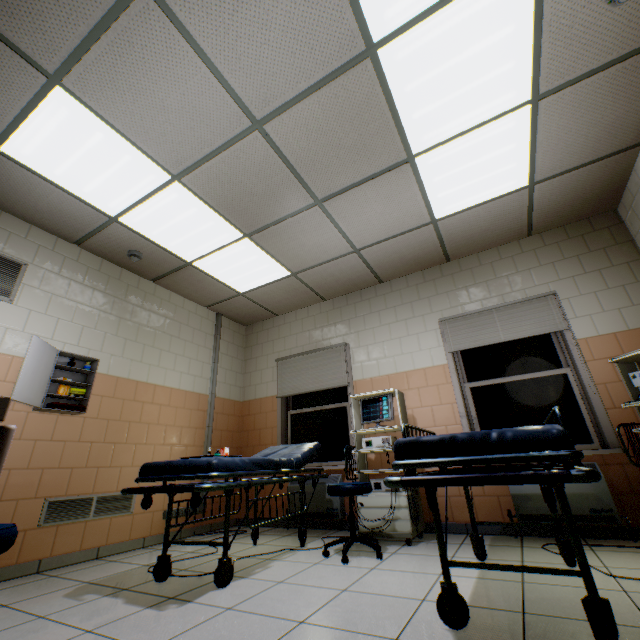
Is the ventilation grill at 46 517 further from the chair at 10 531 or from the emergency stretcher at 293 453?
the chair at 10 531

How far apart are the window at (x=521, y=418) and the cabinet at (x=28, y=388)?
4.6 meters

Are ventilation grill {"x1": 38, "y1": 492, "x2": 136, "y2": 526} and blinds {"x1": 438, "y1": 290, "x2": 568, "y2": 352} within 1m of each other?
no

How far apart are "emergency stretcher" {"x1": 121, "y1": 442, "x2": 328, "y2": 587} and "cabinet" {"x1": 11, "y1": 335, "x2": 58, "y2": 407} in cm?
129

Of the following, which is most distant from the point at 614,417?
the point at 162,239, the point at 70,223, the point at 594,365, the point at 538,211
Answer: the point at 70,223

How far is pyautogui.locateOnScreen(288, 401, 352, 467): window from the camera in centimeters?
457cm

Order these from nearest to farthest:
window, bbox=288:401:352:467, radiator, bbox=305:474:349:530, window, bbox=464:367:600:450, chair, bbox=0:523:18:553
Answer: chair, bbox=0:523:18:553
window, bbox=464:367:600:450
radiator, bbox=305:474:349:530
window, bbox=288:401:352:467

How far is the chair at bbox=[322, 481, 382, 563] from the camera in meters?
2.7
